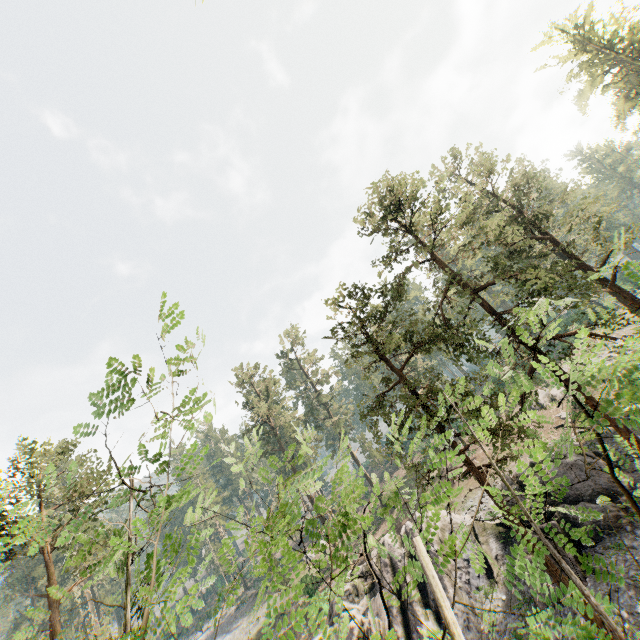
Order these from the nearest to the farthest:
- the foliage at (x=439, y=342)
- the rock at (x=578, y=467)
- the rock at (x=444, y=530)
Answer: the foliage at (x=439, y=342) → the rock at (x=578, y=467) → the rock at (x=444, y=530)

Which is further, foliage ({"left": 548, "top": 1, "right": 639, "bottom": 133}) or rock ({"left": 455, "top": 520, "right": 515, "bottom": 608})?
foliage ({"left": 548, "top": 1, "right": 639, "bottom": 133})

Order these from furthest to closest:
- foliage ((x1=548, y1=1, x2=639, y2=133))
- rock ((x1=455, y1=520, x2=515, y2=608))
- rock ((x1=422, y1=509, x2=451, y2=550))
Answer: foliage ((x1=548, y1=1, x2=639, y2=133))
rock ((x1=422, y1=509, x2=451, y2=550))
rock ((x1=455, y1=520, x2=515, y2=608))

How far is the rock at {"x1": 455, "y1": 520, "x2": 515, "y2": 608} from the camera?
21.1 meters

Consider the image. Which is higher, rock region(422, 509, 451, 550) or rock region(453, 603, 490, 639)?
rock region(422, 509, 451, 550)

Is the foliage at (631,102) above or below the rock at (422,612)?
above

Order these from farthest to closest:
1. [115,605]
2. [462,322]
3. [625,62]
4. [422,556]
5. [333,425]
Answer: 1. [333,425]
2. [625,62]
3. [462,322]
4. [115,605]
5. [422,556]
